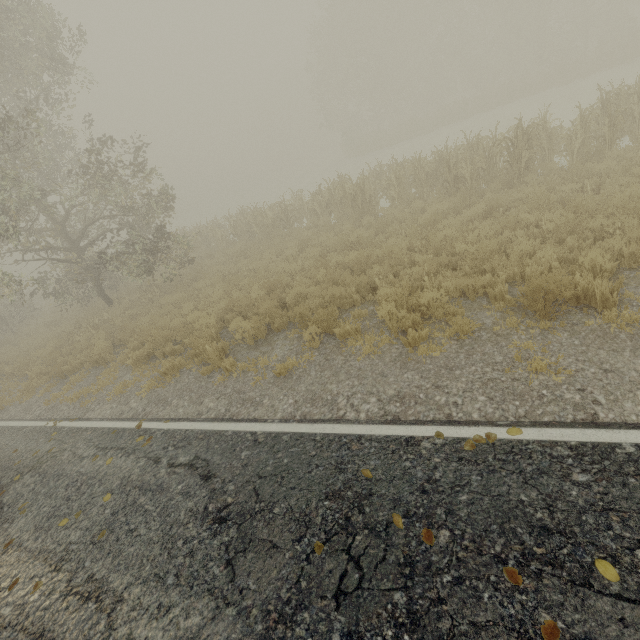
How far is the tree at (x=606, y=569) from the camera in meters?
2.3 m

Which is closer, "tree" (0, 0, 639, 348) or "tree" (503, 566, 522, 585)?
"tree" (503, 566, 522, 585)

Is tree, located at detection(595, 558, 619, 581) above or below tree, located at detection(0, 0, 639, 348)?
below

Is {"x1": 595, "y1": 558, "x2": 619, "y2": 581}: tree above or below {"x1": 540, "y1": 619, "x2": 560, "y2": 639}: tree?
below

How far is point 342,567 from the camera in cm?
302

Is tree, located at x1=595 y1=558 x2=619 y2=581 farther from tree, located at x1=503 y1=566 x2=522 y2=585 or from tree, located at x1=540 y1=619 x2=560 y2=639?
tree, located at x1=503 y1=566 x2=522 y2=585

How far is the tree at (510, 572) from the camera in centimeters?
249cm
